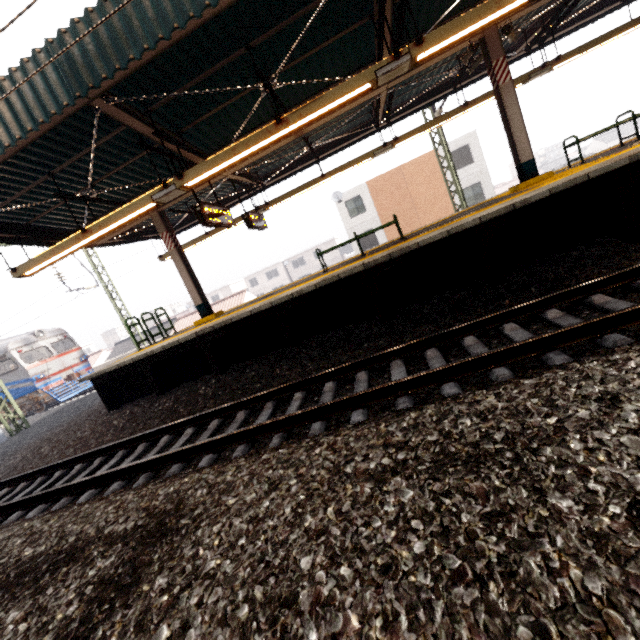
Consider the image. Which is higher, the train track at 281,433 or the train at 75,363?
the train at 75,363

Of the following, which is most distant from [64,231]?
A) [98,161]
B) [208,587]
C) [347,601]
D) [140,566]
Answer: [347,601]

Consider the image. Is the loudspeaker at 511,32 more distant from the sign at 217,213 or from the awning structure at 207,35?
the sign at 217,213

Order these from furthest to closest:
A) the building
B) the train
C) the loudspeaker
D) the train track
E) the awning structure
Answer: the building, the train, the loudspeaker, the awning structure, the train track

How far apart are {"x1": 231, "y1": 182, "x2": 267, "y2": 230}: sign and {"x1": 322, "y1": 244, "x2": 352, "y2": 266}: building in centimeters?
4294cm

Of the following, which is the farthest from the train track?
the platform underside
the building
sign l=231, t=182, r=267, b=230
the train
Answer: the building

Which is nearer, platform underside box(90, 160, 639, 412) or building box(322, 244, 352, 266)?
platform underside box(90, 160, 639, 412)

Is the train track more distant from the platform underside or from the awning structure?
the awning structure
